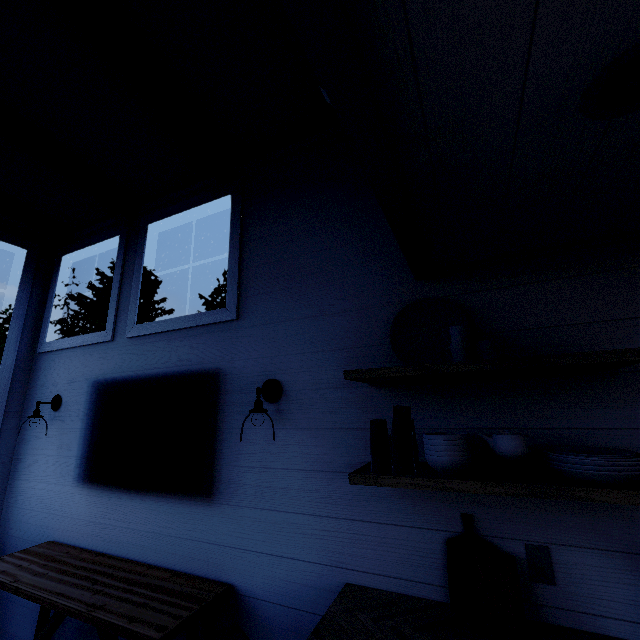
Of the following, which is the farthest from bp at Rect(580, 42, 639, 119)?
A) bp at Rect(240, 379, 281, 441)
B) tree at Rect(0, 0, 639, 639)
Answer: bp at Rect(240, 379, 281, 441)

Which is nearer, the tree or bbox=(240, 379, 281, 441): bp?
the tree

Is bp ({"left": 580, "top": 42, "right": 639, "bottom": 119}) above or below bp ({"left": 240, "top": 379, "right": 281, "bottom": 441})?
above

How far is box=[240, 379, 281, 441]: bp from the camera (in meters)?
1.80

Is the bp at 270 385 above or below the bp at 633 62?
below

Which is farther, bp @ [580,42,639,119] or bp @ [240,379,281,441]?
bp @ [240,379,281,441]

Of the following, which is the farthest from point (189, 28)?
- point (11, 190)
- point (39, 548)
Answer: point (39, 548)

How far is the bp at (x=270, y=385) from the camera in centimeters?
180cm
